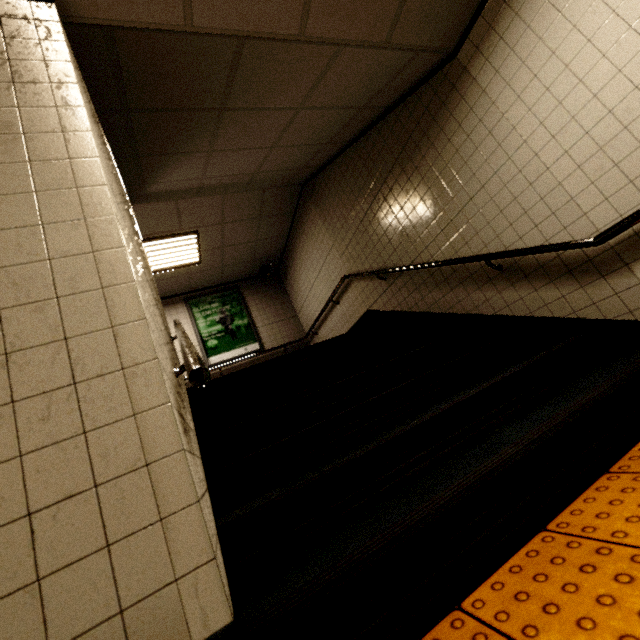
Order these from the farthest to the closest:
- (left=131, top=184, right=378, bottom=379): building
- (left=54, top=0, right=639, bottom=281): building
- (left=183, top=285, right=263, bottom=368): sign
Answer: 1. (left=183, top=285, right=263, bottom=368): sign
2. (left=131, top=184, right=378, bottom=379): building
3. (left=54, top=0, right=639, bottom=281): building

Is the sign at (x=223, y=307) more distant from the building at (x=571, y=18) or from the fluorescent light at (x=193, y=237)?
the building at (x=571, y=18)

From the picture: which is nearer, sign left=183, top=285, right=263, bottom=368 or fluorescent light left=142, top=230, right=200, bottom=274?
fluorescent light left=142, top=230, right=200, bottom=274

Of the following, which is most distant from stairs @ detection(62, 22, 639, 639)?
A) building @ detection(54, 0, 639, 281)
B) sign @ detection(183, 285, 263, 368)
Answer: sign @ detection(183, 285, 263, 368)

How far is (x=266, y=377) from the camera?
3.34m

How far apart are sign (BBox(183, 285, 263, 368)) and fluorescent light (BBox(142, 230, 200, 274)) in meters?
1.1

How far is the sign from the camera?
7.03m

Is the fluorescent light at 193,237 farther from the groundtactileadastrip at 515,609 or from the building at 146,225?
the groundtactileadastrip at 515,609
